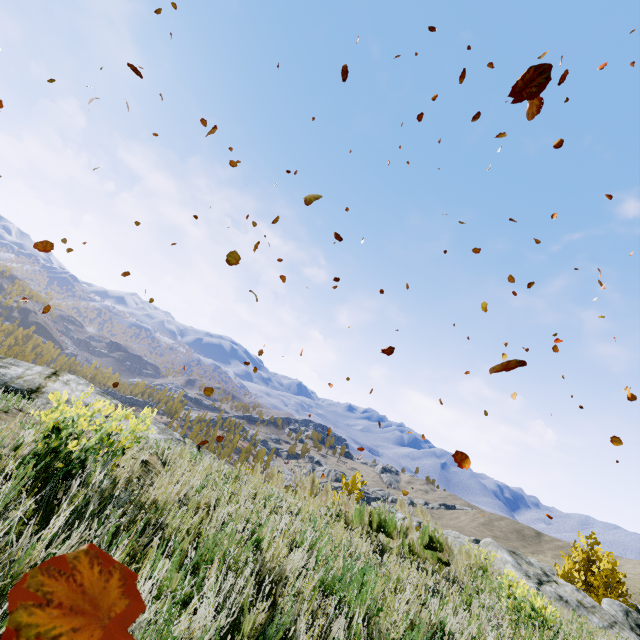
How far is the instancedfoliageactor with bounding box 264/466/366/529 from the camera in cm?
473

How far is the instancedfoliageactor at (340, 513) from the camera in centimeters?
473cm

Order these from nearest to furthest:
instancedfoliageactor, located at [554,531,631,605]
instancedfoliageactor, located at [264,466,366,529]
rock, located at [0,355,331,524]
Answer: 1. rock, located at [0,355,331,524]
2. instancedfoliageactor, located at [264,466,366,529]
3. instancedfoliageactor, located at [554,531,631,605]

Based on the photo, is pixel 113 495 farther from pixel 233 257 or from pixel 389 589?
pixel 233 257

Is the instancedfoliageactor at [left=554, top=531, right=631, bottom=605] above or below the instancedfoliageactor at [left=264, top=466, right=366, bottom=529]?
above

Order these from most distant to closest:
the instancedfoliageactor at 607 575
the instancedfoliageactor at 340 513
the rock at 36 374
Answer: the instancedfoliageactor at 607 575 < the instancedfoliageactor at 340 513 < the rock at 36 374

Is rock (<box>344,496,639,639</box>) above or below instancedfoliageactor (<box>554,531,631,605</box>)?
below
